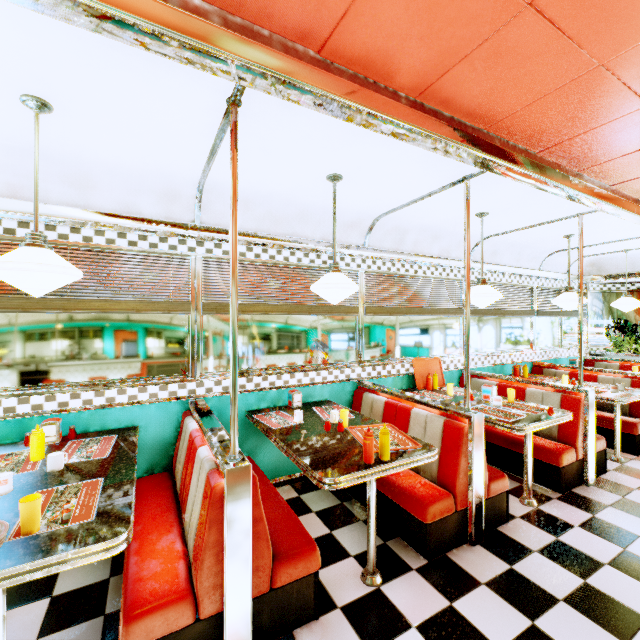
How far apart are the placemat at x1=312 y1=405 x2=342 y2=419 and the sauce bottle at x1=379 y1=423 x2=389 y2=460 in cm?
93

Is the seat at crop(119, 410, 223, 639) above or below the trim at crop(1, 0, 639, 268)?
below

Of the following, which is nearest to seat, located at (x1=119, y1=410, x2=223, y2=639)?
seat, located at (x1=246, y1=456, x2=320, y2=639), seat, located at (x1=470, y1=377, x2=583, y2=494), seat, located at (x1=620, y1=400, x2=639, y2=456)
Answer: seat, located at (x1=246, y1=456, x2=320, y2=639)

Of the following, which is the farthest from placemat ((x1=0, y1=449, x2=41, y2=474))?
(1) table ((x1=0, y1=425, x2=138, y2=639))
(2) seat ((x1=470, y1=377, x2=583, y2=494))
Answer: (2) seat ((x1=470, y1=377, x2=583, y2=494))

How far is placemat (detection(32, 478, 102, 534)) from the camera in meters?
1.5 m

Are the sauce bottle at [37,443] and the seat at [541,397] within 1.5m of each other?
no

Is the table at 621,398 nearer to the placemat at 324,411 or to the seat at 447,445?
the seat at 447,445

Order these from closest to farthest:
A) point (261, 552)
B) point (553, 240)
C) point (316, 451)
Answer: point (261, 552) → point (316, 451) → point (553, 240)
